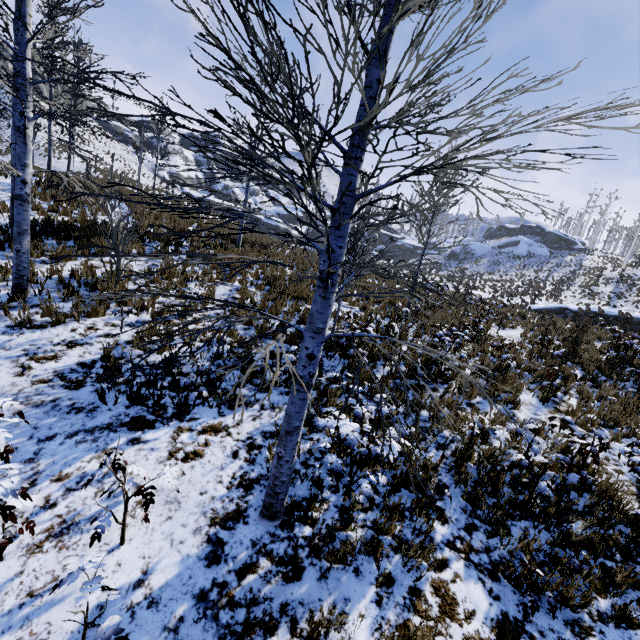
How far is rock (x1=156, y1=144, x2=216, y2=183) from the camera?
51.4m

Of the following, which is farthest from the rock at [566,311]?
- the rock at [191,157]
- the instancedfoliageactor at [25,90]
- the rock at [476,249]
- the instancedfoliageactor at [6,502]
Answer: the rock at [191,157]

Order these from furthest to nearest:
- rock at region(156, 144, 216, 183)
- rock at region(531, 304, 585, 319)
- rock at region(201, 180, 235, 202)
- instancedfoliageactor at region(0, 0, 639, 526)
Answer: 1. rock at region(201, 180, 235, 202)
2. rock at region(156, 144, 216, 183)
3. rock at region(531, 304, 585, 319)
4. instancedfoliageactor at region(0, 0, 639, 526)

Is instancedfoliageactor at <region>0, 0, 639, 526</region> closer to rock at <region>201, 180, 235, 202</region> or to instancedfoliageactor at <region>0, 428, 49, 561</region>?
instancedfoliageactor at <region>0, 428, 49, 561</region>

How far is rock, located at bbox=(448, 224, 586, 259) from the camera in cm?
5019

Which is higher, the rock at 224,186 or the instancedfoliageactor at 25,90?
the rock at 224,186

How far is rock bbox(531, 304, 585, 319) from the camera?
21.42m

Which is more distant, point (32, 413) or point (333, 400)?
point (333, 400)
